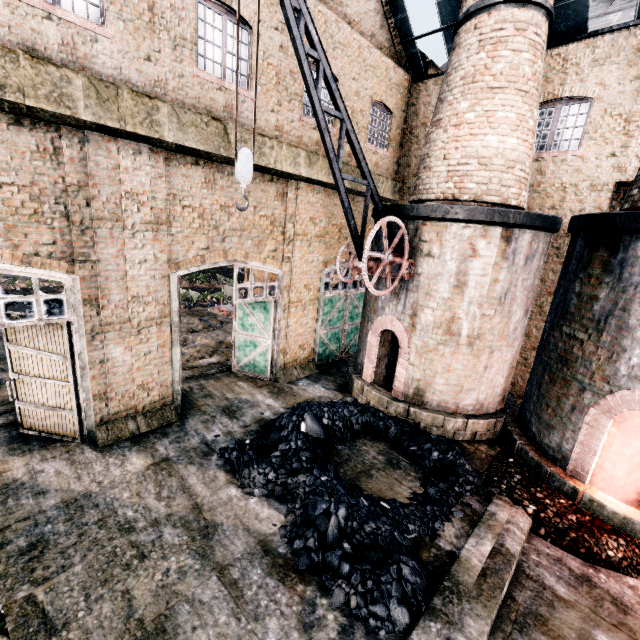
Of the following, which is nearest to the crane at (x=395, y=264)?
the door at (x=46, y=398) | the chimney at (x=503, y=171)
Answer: the chimney at (x=503, y=171)

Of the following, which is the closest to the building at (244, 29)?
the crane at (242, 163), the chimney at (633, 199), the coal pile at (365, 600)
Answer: the chimney at (633, 199)

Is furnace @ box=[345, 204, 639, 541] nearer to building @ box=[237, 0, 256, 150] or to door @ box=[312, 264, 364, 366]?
building @ box=[237, 0, 256, 150]

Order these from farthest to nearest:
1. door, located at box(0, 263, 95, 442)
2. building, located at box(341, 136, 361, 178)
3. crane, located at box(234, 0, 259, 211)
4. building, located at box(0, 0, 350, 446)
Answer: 1. building, located at box(341, 136, 361, 178)
2. door, located at box(0, 263, 95, 442)
3. building, located at box(0, 0, 350, 446)
4. crane, located at box(234, 0, 259, 211)

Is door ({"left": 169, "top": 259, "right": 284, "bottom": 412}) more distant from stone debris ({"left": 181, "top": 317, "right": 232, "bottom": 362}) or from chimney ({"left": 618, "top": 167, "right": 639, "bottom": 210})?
chimney ({"left": 618, "top": 167, "right": 639, "bottom": 210})

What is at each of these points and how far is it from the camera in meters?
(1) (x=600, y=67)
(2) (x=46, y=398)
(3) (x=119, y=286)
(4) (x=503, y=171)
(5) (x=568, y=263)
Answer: (1) building, 10.7
(2) door, 8.9
(3) building, 8.6
(4) chimney, 9.8
(5) furnace, 9.2

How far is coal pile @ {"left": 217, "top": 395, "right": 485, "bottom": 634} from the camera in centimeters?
587cm

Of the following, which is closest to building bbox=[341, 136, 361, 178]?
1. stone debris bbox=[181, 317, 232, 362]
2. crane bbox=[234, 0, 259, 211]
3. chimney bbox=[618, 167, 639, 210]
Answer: chimney bbox=[618, 167, 639, 210]
